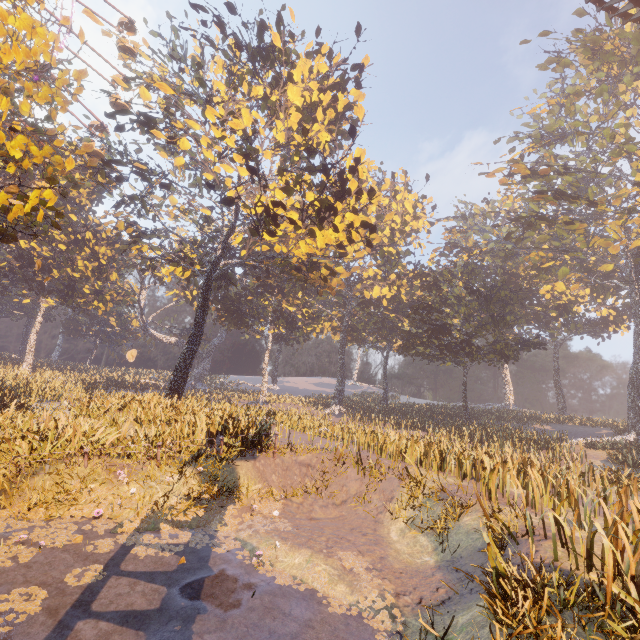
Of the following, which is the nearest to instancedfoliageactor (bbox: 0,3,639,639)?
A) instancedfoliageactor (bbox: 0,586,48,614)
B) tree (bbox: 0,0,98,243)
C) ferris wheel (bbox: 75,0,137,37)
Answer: instancedfoliageactor (bbox: 0,586,48,614)

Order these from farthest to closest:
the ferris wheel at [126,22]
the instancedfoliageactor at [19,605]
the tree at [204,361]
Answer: the tree at [204,361] < the ferris wheel at [126,22] < the instancedfoliageactor at [19,605]

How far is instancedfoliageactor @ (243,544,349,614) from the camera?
6.49m

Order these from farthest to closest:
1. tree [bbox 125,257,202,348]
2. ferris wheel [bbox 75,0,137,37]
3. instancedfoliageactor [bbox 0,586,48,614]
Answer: tree [bbox 125,257,202,348] → ferris wheel [bbox 75,0,137,37] → instancedfoliageactor [bbox 0,586,48,614]

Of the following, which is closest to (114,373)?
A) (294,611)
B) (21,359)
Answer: (21,359)

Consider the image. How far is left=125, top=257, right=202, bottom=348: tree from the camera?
45.4m

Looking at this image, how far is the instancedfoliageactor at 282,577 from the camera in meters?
6.5
